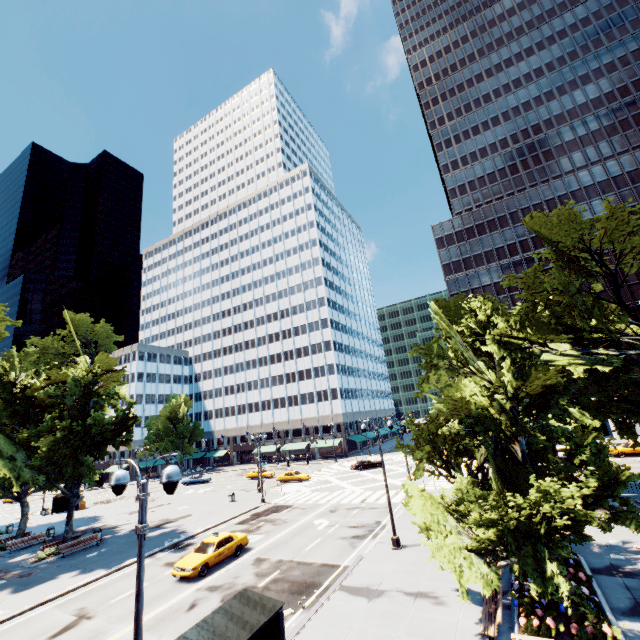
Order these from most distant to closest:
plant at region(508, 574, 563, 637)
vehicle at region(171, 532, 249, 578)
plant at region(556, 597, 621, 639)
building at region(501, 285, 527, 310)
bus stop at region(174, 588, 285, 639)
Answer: building at region(501, 285, 527, 310), vehicle at region(171, 532, 249, 578), plant at region(508, 574, 563, 637), plant at region(556, 597, 621, 639), bus stop at region(174, 588, 285, 639)

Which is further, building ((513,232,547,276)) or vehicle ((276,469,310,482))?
building ((513,232,547,276))

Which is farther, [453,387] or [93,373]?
[93,373]

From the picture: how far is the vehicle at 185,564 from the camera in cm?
1888

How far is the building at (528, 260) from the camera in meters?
58.6

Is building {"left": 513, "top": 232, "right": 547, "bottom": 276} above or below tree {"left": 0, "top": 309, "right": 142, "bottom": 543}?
above

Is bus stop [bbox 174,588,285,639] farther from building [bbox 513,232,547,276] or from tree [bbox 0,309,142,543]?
building [bbox 513,232,547,276]

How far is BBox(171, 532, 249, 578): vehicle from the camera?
18.88m
